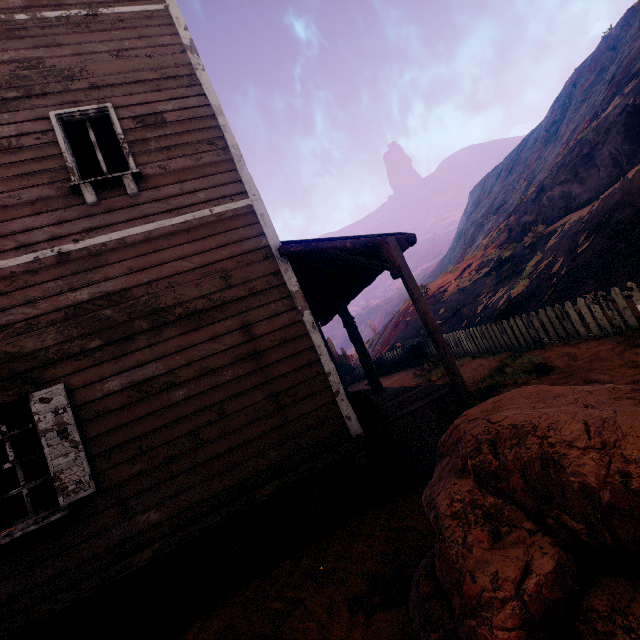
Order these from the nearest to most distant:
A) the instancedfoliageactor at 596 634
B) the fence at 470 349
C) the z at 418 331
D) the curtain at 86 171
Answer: the instancedfoliageactor at 596 634, the curtain at 86 171, the fence at 470 349, the z at 418 331

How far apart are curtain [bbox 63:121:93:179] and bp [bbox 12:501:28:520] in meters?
7.4 m

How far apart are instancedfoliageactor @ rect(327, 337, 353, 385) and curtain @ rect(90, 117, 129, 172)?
16.68m

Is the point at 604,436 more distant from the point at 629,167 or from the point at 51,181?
the point at 629,167

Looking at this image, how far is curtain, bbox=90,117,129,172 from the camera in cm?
501

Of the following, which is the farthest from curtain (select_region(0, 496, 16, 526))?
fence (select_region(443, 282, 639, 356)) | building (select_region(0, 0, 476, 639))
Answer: fence (select_region(443, 282, 639, 356))

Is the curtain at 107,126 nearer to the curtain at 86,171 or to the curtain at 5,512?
the curtain at 86,171

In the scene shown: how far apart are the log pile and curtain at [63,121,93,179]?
5.2m
